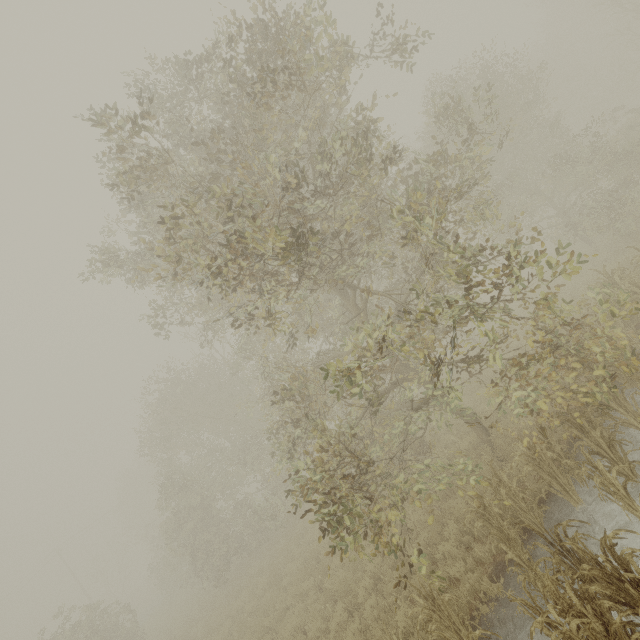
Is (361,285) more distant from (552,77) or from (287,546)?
(552,77)

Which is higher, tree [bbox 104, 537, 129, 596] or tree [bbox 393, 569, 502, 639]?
tree [bbox 104, 537, 129, 596]

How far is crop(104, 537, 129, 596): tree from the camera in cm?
3928

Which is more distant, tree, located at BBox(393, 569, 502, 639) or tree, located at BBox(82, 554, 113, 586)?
tree, located at BBox(82, 554, 113, 586)

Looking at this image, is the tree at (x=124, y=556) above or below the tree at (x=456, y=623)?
above

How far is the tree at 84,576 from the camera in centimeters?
3903cm
